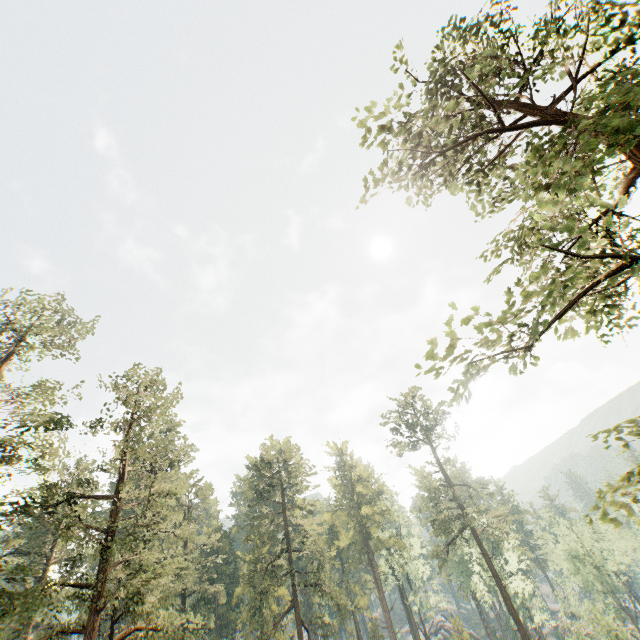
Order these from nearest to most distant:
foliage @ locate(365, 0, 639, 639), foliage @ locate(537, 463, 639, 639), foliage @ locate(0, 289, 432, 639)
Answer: foliage @ locate(537, 463, 639, 639), foliage @ locate(365, 0, 639, 639), foliage @ locate(0, 289, 432, 639)

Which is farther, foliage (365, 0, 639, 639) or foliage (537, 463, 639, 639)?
foliage (365, 0, 639, 639)

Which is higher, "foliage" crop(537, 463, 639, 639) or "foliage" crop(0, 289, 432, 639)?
"foliage" crop(0, 289, 432, 639)

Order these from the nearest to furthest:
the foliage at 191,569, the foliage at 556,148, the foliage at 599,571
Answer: the foliage at 599,571 → the foliage at 556,148 → the foliage at 191,569

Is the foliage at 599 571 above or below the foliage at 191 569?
below

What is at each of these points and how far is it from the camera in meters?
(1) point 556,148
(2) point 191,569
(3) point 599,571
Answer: (1) foliage, 5.3
(2) foliage, 29.8
(3) foliage, 48.0
